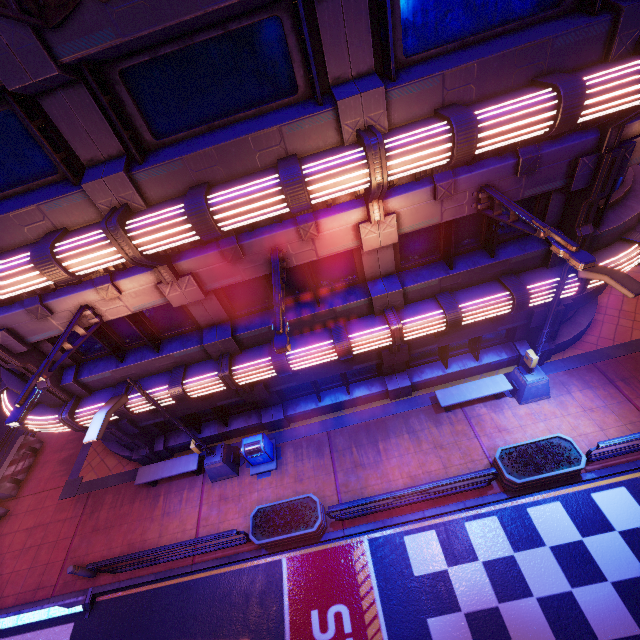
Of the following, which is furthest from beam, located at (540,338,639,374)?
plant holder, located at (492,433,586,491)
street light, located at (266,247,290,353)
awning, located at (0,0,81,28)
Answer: awning, located at (0,0,81,28)

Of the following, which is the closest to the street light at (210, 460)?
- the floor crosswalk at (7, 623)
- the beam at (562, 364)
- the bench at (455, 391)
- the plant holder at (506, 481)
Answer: the beam at (562, 364)

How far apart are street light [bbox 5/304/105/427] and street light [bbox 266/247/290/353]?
4.5m

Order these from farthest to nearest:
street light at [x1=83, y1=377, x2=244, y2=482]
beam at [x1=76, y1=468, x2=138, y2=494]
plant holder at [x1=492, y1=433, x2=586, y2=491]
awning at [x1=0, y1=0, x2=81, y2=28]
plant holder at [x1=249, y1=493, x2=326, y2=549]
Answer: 1. beam at [x1=76, y1=468, x2=138, y2=494]
2. plant holder at [x1=249, y1=493, x2=326, y2=549]
3. plant holder at [x1=492, y1=433, x2=586, y2=491]
4. street light at [x1=83, y1=377, x2=244, y2=482]
5. awning at [x1=0, y1=0, x2=81, y2=28]

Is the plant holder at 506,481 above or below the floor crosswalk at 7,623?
above

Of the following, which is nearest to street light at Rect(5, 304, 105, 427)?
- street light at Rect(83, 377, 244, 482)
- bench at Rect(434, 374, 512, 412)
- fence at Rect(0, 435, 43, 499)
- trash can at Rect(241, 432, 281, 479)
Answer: street light at Rect(83, 377, 244, 482)

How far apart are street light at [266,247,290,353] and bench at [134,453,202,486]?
8.4m

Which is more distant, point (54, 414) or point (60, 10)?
point (54, 414)
